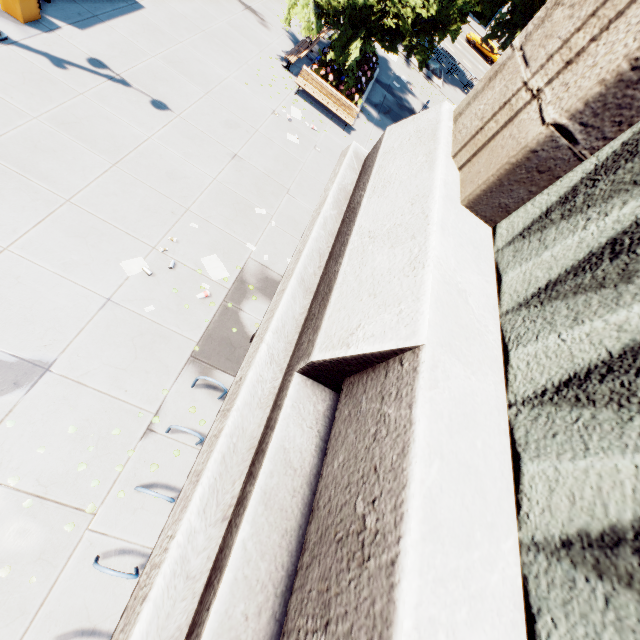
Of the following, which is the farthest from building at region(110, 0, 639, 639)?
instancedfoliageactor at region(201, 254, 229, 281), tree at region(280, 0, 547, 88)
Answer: tree at region(280, 0, 547, 88)

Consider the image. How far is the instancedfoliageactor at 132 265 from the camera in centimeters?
720cm

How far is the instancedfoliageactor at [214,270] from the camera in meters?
8.2

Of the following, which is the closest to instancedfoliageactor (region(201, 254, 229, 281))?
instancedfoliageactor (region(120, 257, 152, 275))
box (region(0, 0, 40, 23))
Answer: instancedfoliageactor (region(120, 257, 152, 275))

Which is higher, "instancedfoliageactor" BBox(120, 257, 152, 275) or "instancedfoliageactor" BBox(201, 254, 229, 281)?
"instancedfoliageactor" BBox(201, 254, 229, 281)

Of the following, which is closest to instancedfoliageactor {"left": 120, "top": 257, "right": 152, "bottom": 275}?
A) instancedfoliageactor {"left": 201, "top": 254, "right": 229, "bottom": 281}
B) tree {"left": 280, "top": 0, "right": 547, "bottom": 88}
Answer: instancedfoliageactor {"left": 201, "top": 254, "right": 229, "bottom": 281}

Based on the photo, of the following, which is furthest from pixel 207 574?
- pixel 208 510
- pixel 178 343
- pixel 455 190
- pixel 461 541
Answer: pixel 178 343

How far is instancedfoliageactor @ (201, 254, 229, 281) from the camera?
8.20m
